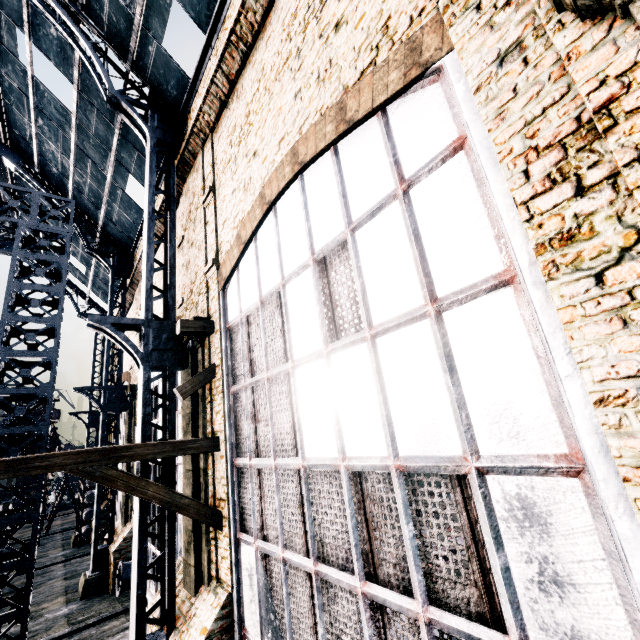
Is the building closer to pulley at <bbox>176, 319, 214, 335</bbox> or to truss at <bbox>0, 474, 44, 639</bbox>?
pulley at <bbox>176, 319, 214, 335</bbox>

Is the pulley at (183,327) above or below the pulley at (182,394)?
above

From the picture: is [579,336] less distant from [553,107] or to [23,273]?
[553,107]

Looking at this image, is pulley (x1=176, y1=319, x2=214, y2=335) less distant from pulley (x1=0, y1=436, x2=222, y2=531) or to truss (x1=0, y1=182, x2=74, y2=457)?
pulley (x1=0, y1=436, x2=222, y2=531)

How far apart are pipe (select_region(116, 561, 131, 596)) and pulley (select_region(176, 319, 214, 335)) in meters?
13.0

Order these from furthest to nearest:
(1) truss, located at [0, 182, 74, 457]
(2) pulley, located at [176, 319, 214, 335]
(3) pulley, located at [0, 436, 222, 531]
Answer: (1) truss, located at [0, 182, 74, 457] < (2) pulley, located at [176, 319, 214, 335] < (3) pulley, located at [0, 436, 222, 531]

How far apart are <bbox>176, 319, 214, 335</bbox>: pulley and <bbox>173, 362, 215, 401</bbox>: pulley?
0.90m

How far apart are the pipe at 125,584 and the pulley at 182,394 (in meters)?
11.97
